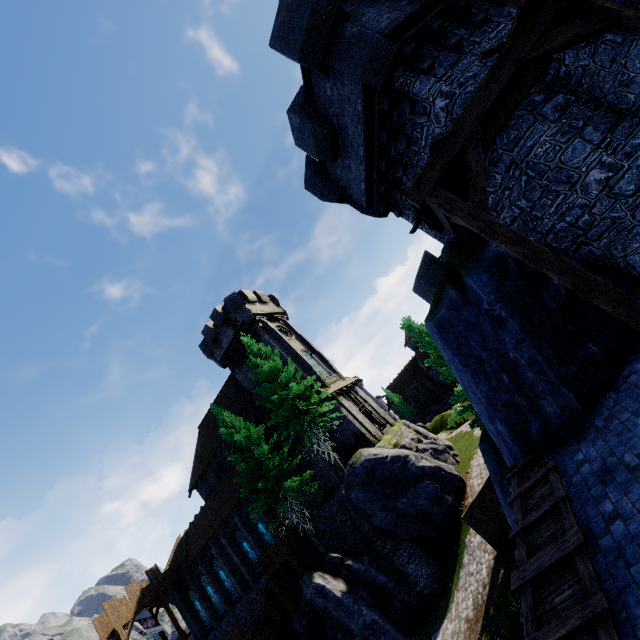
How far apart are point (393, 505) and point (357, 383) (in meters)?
13.06

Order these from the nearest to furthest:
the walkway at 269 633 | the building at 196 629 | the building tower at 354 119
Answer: the building tower at 354 119, the walkway at 269 633, the building at 196 629

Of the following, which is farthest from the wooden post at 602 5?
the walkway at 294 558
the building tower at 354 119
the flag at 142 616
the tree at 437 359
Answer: the flag at 142 616

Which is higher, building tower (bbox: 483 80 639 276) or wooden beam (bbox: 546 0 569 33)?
wooden beam (bbox: 546 0 569 33)

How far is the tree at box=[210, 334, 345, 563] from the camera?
22.2m

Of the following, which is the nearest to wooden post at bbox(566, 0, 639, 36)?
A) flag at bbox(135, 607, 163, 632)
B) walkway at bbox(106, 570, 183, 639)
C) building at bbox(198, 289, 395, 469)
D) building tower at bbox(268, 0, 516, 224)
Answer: building tower at bbox(268, 0, 516, 224)

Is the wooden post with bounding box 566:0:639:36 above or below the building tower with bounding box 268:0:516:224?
below

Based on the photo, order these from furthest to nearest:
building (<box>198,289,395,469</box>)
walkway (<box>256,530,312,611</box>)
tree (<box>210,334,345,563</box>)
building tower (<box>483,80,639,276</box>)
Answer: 1. building (<box>198,289,395,469</box>)
2. walkway (<box>256,530,312,611</box>)
3. tree (<box>210,334,345,563</box>)
4. building tower (<box>483,80,639,276</box>)
